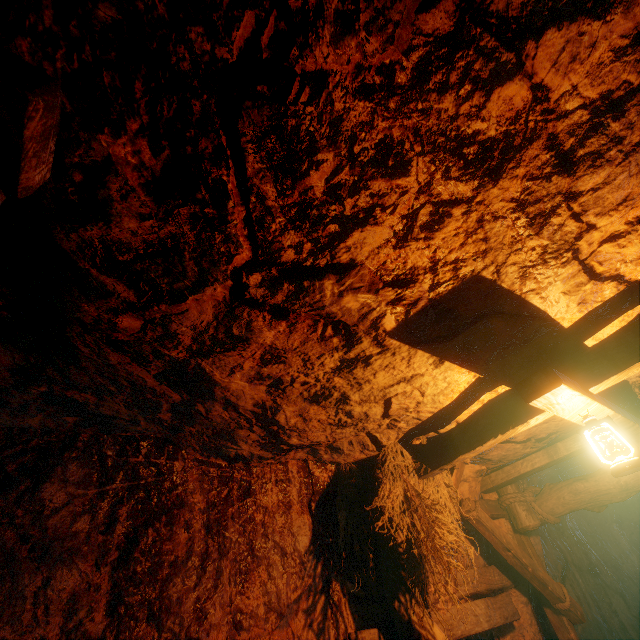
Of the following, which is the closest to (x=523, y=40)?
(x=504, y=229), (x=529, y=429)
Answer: (x=504, y=229)

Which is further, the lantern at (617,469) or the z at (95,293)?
the lantern at (617,469)

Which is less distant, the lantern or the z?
the z
